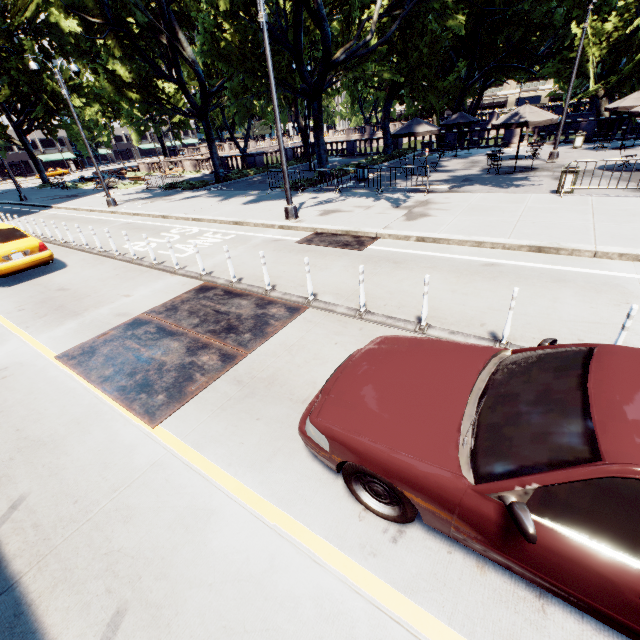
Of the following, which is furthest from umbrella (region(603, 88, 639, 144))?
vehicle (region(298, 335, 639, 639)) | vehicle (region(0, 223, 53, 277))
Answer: vehicle (region(0, 223, 53, 277))

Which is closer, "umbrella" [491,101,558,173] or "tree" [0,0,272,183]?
"umbrella" [491,101,558,173]

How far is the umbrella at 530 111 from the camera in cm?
1480

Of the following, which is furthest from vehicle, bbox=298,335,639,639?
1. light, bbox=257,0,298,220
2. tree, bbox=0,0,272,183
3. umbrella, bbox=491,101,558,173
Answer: umbrella, bbox=491,101,558,173

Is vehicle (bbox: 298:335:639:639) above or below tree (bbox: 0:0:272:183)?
below

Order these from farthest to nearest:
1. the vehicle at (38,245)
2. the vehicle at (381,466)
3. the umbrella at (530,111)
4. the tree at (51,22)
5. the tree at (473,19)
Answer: the tree at (473,19) → the tree at (51,22) → the umbrella at (530,111) → the vehicle at (38,245) → the vehicle at (381,466)

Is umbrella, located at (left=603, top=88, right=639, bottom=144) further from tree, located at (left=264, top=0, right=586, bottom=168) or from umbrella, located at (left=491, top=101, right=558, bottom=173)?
umbrella, located at (left=491, top=101, right=558, bottom=173)

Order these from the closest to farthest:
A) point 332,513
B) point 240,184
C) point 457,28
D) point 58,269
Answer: point 332,513 < point 58,269 < point 457,28 < point 240,184
